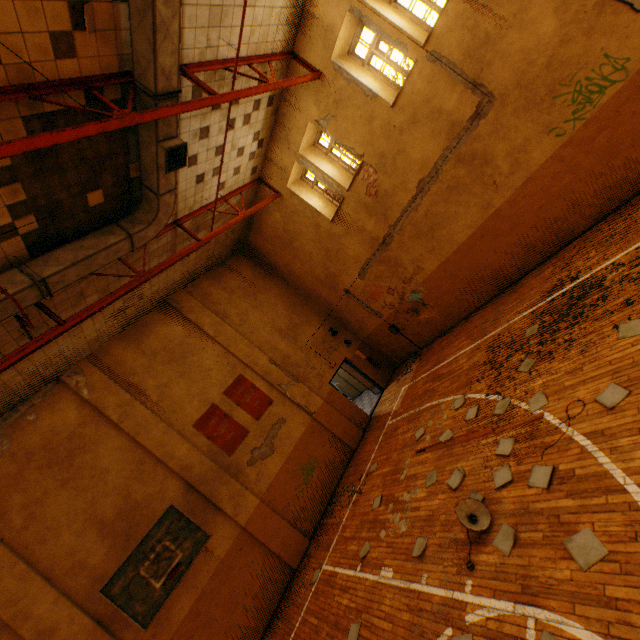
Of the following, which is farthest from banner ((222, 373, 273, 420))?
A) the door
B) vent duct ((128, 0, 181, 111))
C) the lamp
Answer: the lamp

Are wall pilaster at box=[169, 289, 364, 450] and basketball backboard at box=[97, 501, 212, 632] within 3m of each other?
no

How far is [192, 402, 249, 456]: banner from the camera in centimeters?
1020cm

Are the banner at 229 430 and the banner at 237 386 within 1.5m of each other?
yes

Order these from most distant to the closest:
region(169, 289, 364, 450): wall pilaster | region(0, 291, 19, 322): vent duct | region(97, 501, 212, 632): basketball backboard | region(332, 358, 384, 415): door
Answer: region(332, 358, 384, 415): door, region(169, 289, 364, 450): wall pilaster, region(97, 501, 212, 632): basketball backboard, region(0, 291, 19, 322): vent duct

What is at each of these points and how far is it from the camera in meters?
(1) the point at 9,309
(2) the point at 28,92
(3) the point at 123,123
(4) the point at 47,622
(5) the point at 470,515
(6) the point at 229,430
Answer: (1) vent duct, 5.7
(2) metal beam, 4.5
(3) metal beam, 4.9
(4) wall pilaster, 7.0
(5) lamp, 4.8
(6) banner, 10.5

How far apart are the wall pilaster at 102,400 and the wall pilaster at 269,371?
3.12m

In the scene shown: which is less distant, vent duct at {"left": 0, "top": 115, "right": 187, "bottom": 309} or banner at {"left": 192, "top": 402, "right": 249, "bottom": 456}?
vent duct at {"left": 0, "top": 115, "right": 187, "bottom": 309}
